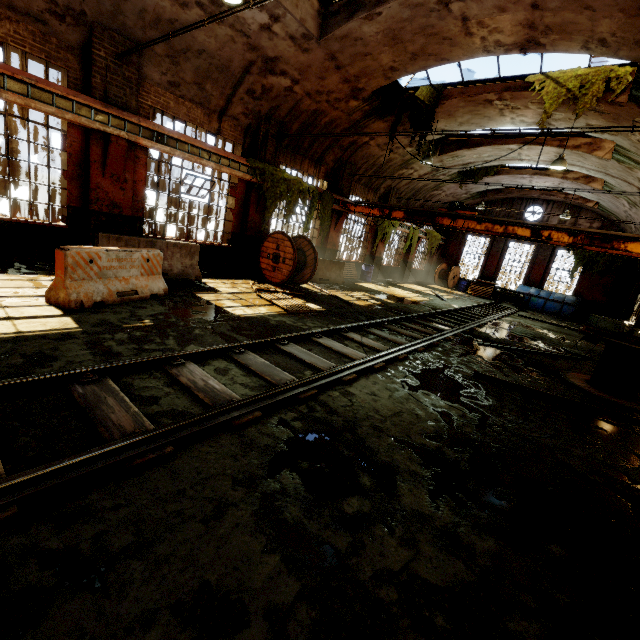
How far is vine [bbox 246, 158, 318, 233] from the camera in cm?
1132

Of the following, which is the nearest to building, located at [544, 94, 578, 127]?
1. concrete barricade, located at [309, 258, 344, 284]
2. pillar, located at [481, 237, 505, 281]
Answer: concrete barricade, located at [309, 258, 344, 284]

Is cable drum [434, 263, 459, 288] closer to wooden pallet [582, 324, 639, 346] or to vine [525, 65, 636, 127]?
vine [525, 65, 636, 127]

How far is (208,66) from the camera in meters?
9.0 m

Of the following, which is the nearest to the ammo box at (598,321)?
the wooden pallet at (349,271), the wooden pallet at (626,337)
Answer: the wooden pallet at (626,337)

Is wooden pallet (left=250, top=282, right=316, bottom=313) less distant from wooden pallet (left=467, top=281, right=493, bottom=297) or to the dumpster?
the dumpster

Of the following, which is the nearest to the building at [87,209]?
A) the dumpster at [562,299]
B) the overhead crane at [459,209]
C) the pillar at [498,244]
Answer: the overhead crane at [459,209]

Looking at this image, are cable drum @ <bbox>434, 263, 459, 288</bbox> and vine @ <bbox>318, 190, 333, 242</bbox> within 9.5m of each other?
no
